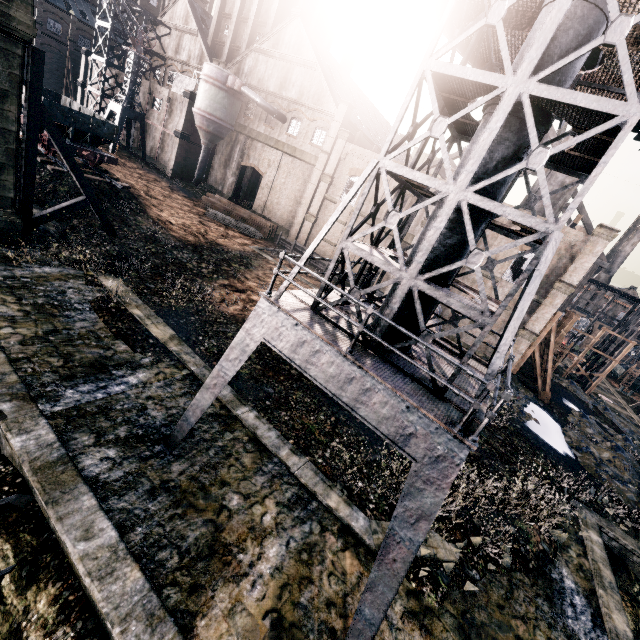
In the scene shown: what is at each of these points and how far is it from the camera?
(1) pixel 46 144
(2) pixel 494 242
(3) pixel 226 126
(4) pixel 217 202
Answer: (1) rail car, 24.3 meters
(2) building, 27.6 meters
(3) silo, 38.6 meters
(4) wood pile, 36.8 meters

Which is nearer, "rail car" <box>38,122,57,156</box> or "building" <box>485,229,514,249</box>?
"rail car" <box>38,122,57,156</box>

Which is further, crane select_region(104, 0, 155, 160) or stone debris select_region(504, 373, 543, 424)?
crane select_region(104, 0, 155, 160)

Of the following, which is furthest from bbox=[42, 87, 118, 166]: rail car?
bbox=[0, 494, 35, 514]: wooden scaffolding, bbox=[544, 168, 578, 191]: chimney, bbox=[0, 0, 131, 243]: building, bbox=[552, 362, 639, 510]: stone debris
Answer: bbox=[552, 362, 639, 510]: stone debris

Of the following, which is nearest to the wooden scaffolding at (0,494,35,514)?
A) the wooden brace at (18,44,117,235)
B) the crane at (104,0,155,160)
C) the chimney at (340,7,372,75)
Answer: the wooden brace at (18,44,117,235)

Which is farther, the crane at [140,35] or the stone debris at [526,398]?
the crane at [140,35]

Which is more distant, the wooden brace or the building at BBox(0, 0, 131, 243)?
the wooden brace

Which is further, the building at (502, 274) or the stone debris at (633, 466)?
the building at (502, 274)
